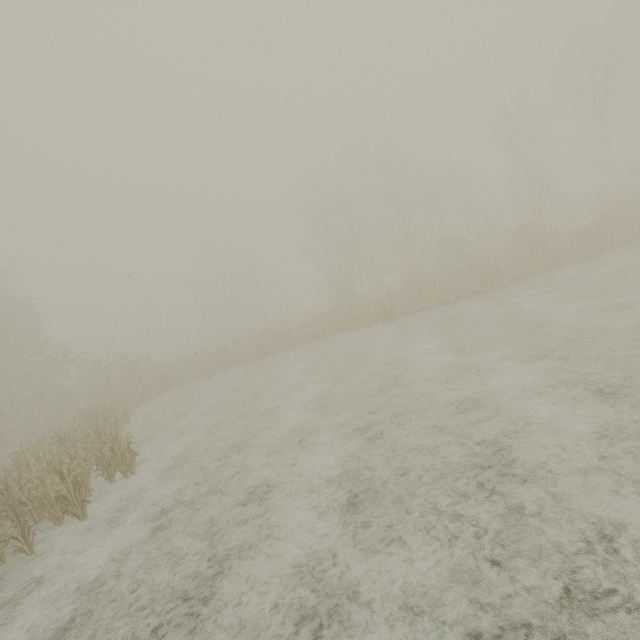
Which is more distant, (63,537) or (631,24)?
(631,24)
